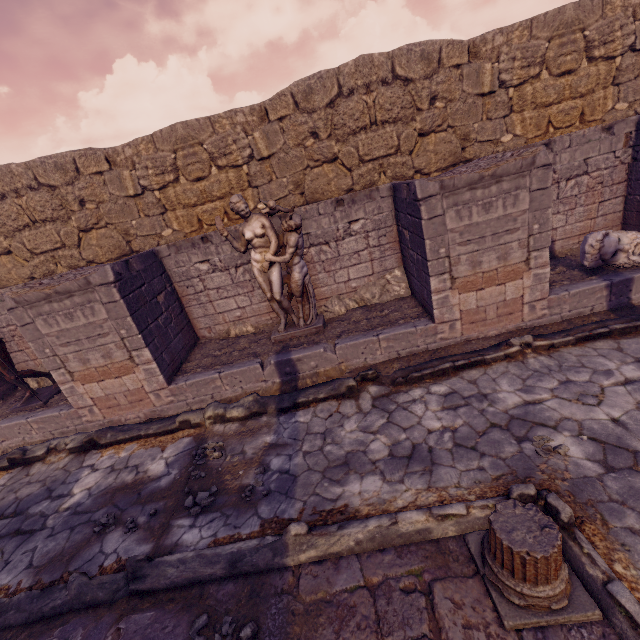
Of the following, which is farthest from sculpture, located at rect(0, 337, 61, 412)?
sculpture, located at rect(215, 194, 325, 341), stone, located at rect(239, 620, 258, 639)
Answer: stone, located at rect(239, 620, 258, 639)

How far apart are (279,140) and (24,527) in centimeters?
793cm

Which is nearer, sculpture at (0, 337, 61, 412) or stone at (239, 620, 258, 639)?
stone at (239, 620, 258, 639)

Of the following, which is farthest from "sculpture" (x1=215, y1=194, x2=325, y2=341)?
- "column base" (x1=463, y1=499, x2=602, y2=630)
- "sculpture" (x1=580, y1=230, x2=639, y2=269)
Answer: "sculpture" (x1=580, y1=230, x2=639, y2=269)

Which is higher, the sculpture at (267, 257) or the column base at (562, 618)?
the sculpture at (267, 257)

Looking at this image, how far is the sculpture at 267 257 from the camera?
5.6m

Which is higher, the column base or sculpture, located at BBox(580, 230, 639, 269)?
sculpture, located at BBox(580, 230, 639, 269)

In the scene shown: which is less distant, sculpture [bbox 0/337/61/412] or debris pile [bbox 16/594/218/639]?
debris pile [bbox 16/594/218/639]
